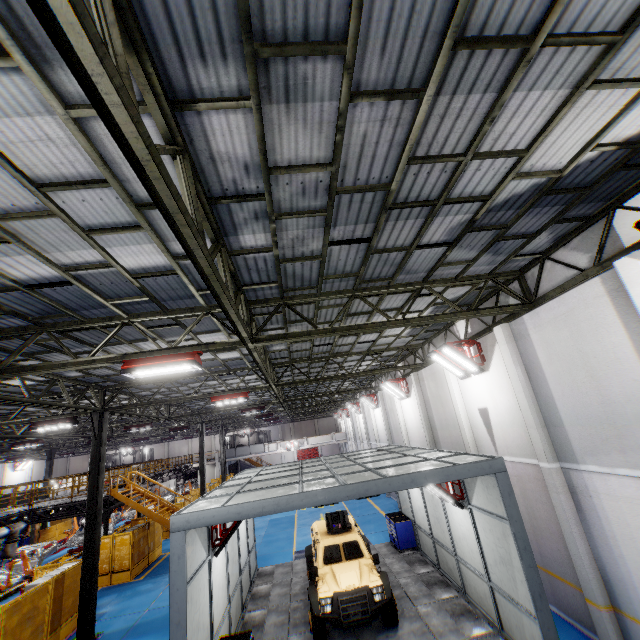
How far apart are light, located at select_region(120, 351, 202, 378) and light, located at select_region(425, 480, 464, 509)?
7.1 meters

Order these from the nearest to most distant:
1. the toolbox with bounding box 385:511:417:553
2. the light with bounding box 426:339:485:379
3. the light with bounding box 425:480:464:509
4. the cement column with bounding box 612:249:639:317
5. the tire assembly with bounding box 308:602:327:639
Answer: the cement column with bounding box 612:249:639:317, the tire assembly with bounding box 308:602:327:639, the light with bounding box 425:480:464:509, the light with bounding box 426:339:485:379, the toolbox with bounding box 385:511:417:553

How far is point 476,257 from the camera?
7.7 meters

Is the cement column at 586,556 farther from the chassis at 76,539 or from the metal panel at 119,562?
the chassis at 76,539

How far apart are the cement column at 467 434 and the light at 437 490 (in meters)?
2.35

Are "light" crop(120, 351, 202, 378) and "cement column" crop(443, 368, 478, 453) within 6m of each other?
no

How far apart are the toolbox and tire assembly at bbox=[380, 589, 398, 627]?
4.7m

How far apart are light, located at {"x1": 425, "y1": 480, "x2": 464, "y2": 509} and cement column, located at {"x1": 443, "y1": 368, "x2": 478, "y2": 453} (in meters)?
2.35
